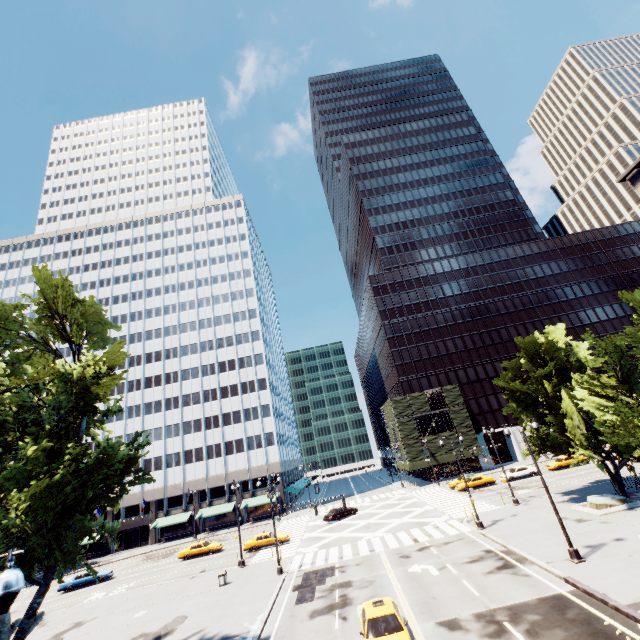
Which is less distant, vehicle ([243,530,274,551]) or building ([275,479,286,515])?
vehicle ([243,530,274,551])

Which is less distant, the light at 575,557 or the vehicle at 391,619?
the vehicle at 391,619

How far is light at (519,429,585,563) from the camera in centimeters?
1752cm

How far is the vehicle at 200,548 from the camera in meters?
39.6 m

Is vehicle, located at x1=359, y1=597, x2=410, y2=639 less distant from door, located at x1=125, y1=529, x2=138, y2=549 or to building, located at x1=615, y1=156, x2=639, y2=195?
building, located at x1=615, y1=156, x2=639, y2=195

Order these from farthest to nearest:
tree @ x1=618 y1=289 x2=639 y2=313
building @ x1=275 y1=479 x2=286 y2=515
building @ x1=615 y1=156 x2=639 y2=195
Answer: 1. building @ x1=275 y1=479 x2=286 y2=515
2. building @ x1=615 y1=156 x2=639 y2=195
3. tree @ x1=618 y1=289 x2=639 y2=313

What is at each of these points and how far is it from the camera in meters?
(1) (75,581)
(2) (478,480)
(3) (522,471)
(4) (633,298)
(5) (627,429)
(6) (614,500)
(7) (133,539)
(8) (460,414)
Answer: (1) vehicle, 36.9
(2) vehicle, 44.2
(3) vehicle, 44.1
(4) tree, 17.8
(5) tree, 16.8
(6) rock, 24.3
(7) door, 58.0
(8) scaffolding, 59.8

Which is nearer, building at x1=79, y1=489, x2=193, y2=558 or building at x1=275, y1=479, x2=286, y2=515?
building at x1=79, y1=489, x2=193, y2=558
